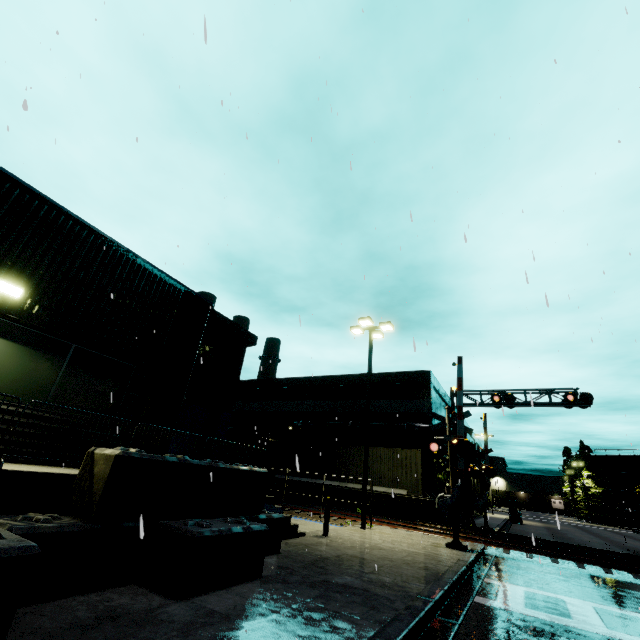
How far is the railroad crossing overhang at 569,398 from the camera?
20.02m

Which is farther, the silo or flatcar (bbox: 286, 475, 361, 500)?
the silo

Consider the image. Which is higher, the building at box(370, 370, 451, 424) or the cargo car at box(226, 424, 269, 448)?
the building at box(370, 370, 451, 424)

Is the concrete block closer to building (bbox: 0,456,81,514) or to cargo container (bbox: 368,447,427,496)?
building (bbox: 0,456,81,514)

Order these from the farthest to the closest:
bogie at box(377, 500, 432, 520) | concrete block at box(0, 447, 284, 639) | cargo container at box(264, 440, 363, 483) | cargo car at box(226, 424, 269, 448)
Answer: cargo car at box(226, 424, 269, 448) < cargo container at box(264, 440, 363, 483) < bogie at box(377, 500, 432, 520) < concrete block at box(0, 447, 284, 639)

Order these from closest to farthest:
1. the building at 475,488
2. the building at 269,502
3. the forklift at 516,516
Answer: the building at 269,502 → the forklift at 516,516 → the building at 475,488

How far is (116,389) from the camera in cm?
785

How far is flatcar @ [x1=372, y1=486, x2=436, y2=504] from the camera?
19.1m
